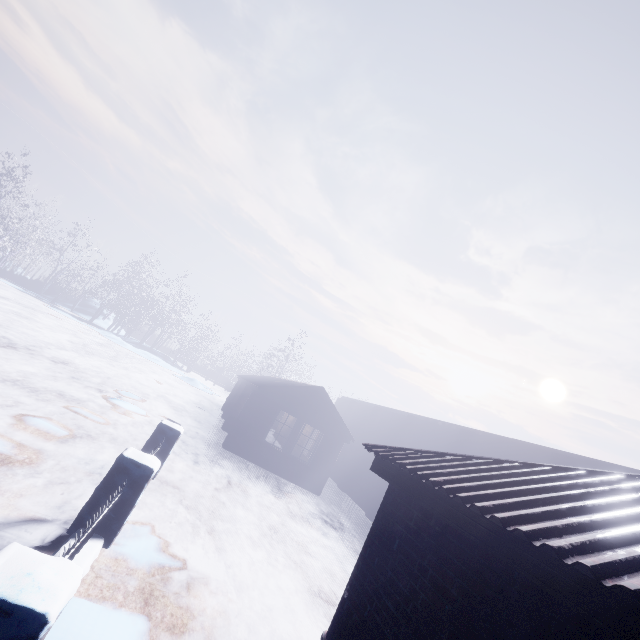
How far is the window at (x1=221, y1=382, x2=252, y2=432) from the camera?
14.2 meters

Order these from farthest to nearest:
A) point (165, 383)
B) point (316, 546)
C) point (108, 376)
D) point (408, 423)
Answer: point (165, 383) < point (408, 423) < point (108, 376) < point (316, 546)

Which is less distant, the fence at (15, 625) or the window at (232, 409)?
the fence at (15, 625)

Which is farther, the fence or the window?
the window

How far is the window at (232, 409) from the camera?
14.17m
